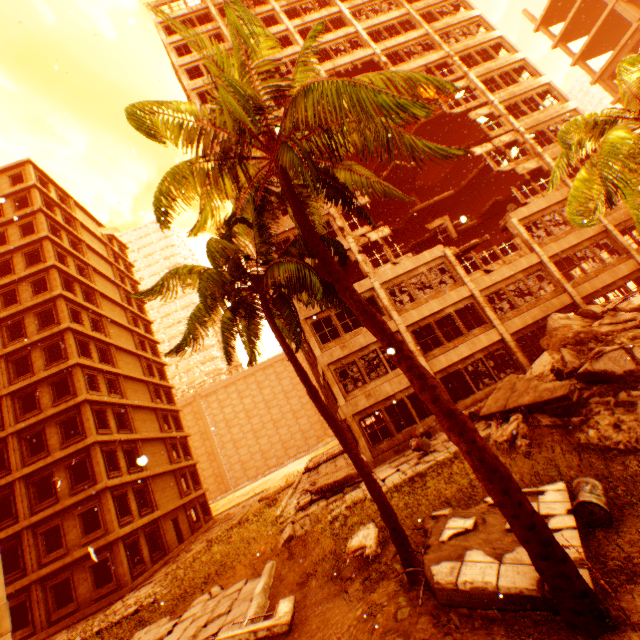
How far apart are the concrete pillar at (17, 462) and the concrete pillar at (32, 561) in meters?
3.5

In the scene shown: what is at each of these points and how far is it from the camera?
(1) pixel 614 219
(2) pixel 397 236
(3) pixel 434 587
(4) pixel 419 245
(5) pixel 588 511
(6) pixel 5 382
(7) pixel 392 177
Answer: (1) wall corner piece, 20.4m
(2) floor rubble, 29.9m
(3) floor rubble, 4.9m
(4) floor rubble, 26.0m
(5) metal barrel, 5.8m
(6) concrete pillar, 23.3m
(7) floor rubble, 26.6m

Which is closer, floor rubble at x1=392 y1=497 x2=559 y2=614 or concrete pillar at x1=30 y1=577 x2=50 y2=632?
floor rubble at x1=392 y1=497 x2=559 y2=614

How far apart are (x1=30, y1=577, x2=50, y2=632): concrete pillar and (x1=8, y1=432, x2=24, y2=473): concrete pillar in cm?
656

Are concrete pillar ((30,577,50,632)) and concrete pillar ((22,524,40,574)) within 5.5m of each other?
yes

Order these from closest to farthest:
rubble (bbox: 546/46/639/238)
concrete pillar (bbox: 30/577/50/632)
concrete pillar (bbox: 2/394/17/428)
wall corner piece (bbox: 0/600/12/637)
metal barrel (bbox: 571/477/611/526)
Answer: metal barrel (bbox: 571/477/611/526)
wall corner piece (bbox: 0/600/12/637)
rubble (bbox: 546/46/639/238)
concrete pillar (bbox: 30/577/50/632)
concrete pillar (bbox: 2/394/17/428)

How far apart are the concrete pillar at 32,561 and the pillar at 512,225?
35.86m

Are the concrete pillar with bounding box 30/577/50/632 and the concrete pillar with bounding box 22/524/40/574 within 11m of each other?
yes
